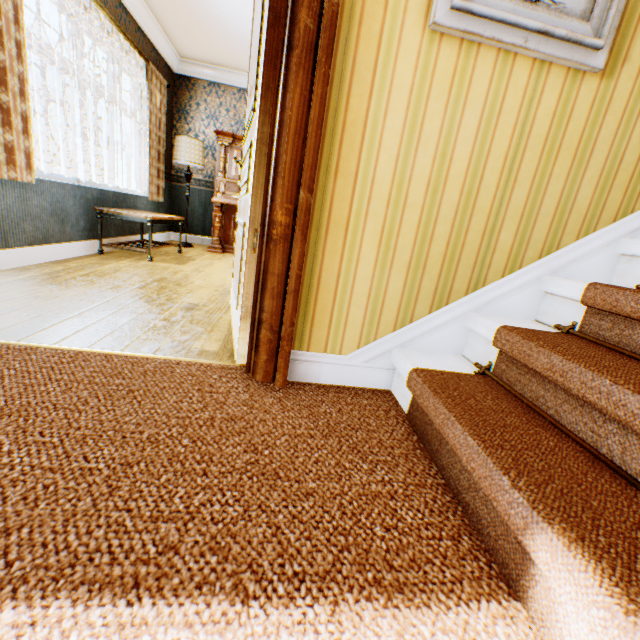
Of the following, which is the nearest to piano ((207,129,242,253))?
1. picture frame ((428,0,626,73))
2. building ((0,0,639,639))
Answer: building ((0,0,639,639))

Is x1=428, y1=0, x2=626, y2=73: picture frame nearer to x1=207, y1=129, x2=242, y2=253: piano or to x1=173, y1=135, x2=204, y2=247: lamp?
x1=207, y1=129, x2=242, y2=253: piano

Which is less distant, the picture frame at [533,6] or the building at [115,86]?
the building at [115,86]

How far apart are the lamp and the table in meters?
1.1 m

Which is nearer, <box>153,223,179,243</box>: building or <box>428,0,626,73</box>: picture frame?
<box>428,0,626,73</box>: picture frame

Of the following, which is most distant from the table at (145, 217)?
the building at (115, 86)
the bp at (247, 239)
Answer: the bp at (247, 239)

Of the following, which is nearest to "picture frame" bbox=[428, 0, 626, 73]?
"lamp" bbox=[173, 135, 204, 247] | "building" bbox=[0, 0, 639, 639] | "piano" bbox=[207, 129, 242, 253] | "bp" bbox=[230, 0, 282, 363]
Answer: "building" bbox=[0, 0, 639, 639]

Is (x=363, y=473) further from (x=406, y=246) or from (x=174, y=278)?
(x=174, y=278)
